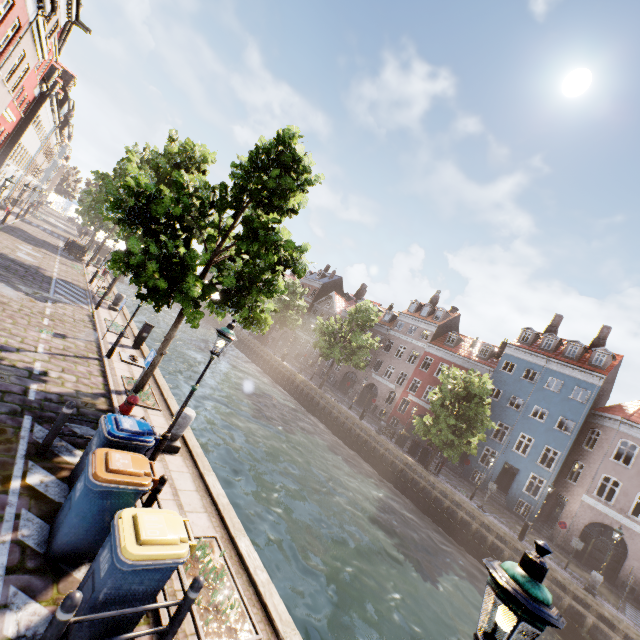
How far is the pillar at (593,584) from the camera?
16.92m

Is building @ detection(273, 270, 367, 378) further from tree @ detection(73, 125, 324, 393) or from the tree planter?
the tree planter

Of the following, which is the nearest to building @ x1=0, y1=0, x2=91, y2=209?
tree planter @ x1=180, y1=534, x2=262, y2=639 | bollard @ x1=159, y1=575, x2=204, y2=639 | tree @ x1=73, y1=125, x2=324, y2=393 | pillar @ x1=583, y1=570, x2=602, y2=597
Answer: tree @ x1=73, y1=125, x2=324, y2=393

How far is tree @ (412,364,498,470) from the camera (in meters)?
23.45

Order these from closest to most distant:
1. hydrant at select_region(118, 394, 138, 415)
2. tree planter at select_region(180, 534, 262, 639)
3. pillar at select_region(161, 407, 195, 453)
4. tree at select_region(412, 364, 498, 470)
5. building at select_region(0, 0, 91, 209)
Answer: tree planter at select_region(180, 534, 262, 639)
hydrant at select_region(118, 394, 138, 415)
pillar at select_region(161, 407, 195, 453)
building at select_region(0, 0, 91, 209)
tree at select_region(412, 364, 498, 470)

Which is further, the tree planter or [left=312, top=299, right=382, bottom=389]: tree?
[left=312, top=299, right=382, bottom=389]: tree

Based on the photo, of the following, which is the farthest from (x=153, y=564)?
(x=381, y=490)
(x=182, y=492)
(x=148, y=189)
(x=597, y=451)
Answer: (x=597, y=451)

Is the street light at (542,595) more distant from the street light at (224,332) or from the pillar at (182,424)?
the pillar at (182,424)
